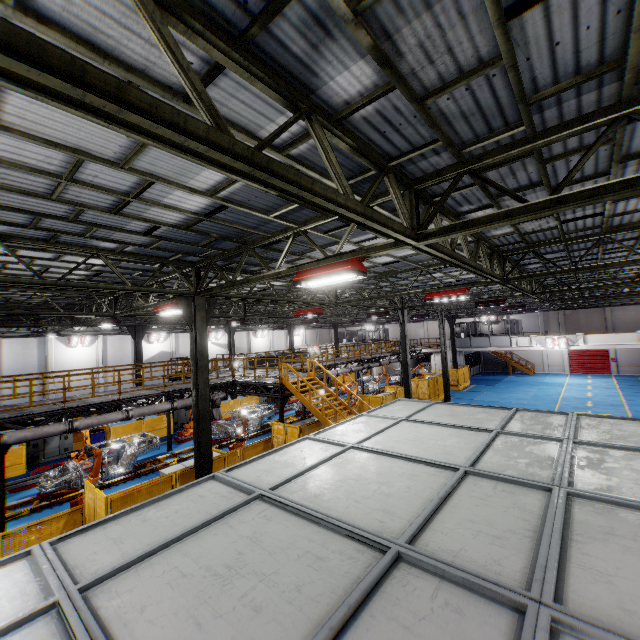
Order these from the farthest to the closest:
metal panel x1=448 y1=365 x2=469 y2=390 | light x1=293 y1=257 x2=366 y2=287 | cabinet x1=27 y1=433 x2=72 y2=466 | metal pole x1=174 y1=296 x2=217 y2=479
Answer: metal panel x1=448 y1=365 x2=469 y2=390 → cabinet x1=27 y1=433 x2=72 y2=466 → metal pole x1=174 y1=296 x2=217 y2=479 → light x1=293 y1=257 x2=366 y2=287

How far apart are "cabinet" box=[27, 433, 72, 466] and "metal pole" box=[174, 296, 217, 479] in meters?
14.9 m

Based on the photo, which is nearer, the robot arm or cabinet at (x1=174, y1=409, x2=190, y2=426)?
the robot arm

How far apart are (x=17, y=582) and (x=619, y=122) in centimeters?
812cm

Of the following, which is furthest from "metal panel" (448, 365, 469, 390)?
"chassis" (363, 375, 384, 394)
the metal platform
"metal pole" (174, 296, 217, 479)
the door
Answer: the door

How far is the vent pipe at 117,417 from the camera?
12.8m

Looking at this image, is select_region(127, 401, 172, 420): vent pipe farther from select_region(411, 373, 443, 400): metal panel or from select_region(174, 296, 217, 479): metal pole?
select_region(174, 296, 217, 479): metal pole

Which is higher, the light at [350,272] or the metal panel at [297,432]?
the light at [350,272]
